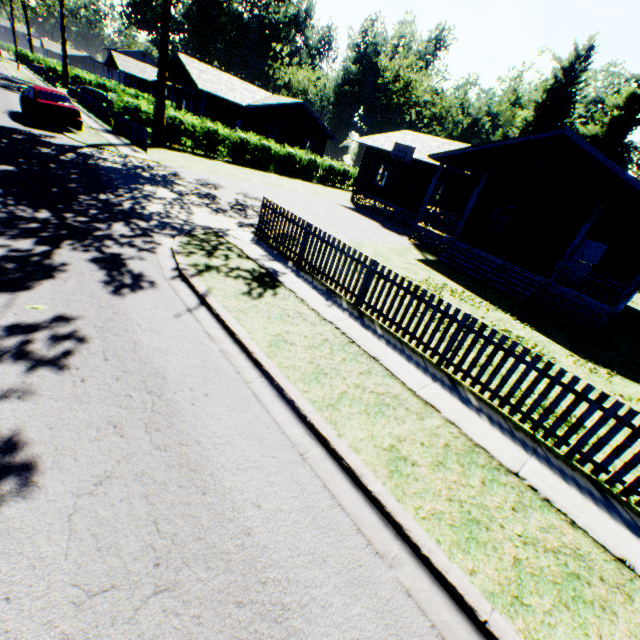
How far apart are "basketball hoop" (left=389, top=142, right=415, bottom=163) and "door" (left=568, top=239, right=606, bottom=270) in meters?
11.5

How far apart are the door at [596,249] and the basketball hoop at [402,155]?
11.5 meters

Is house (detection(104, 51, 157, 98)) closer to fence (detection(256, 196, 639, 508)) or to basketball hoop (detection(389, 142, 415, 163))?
basketball hoop (detection(389, 142, 415, 163))

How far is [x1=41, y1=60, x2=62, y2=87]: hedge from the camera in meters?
41.5 m

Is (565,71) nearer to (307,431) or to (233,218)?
(233,218)

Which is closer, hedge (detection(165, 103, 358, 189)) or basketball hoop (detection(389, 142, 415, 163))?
basketball hoop (detection(389, 142, 415, 163))

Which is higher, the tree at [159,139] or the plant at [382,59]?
the plant at [382,59]

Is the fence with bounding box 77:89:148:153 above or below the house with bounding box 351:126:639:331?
below
